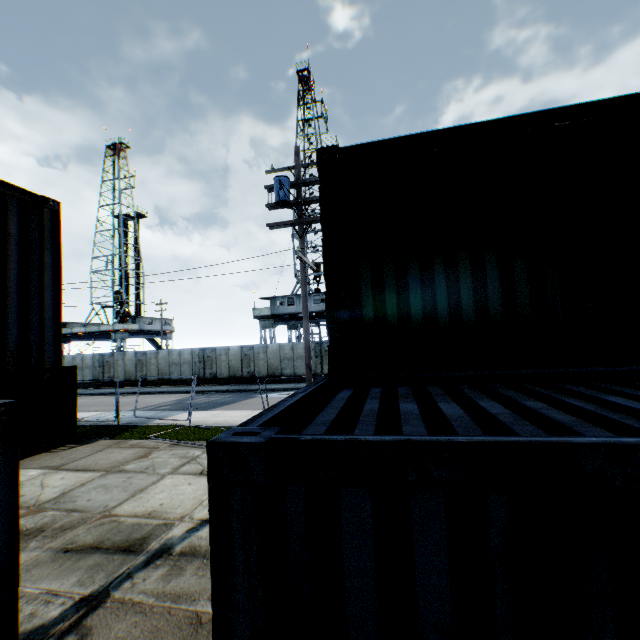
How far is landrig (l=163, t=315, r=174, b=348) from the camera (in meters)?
48.23

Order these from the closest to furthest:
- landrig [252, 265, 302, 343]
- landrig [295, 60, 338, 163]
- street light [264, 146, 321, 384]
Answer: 1. street light [264, 146, 321, 384]
2. landrig [252, 265, 302, 343]
3. landrig [295, 60, 338, 163]

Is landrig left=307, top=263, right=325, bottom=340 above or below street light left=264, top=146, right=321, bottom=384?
below

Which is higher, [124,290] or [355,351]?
[124,290]

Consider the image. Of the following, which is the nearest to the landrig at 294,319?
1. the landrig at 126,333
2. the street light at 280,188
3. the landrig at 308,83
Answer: the landrig at 308,83

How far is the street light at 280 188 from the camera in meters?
10.0 m

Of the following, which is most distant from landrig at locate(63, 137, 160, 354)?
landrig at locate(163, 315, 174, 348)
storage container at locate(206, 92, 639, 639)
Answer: storage container at locate(206, 92, 639, 639)

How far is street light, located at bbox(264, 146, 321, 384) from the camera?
10.02m
